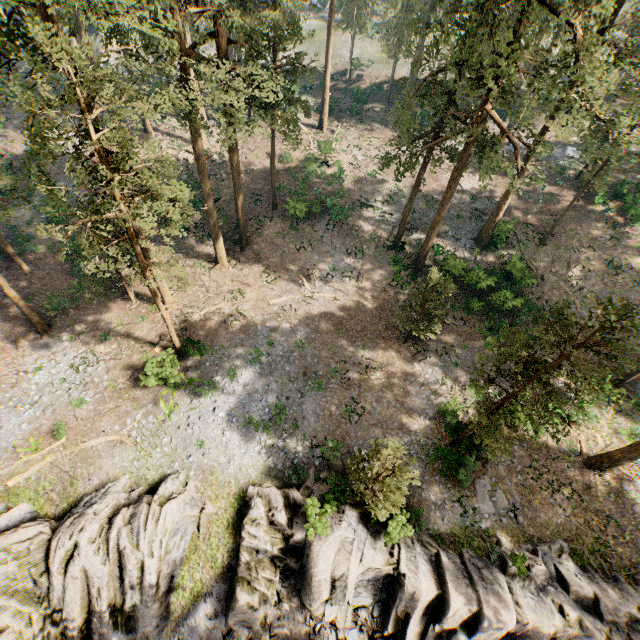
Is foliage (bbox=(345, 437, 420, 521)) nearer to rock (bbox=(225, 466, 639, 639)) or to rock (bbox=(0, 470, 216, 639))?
rock (bbox=(0, 470, 216, 639))

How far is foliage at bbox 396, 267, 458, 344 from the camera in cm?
2149

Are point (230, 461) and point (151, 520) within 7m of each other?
yes

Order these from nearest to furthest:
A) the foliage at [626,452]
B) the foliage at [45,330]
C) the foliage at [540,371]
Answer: the foliage at [540,371], the foliage at [626,452], the foliage at [45,330]

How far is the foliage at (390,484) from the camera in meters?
14.8 m

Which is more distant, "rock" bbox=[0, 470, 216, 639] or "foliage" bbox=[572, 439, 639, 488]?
"foliage" bbox=[572, 439, 639, 488]

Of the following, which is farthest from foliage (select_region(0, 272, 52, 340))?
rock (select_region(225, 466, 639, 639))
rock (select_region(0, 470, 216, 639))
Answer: rock (select_region(225, 466, 639, 639))
